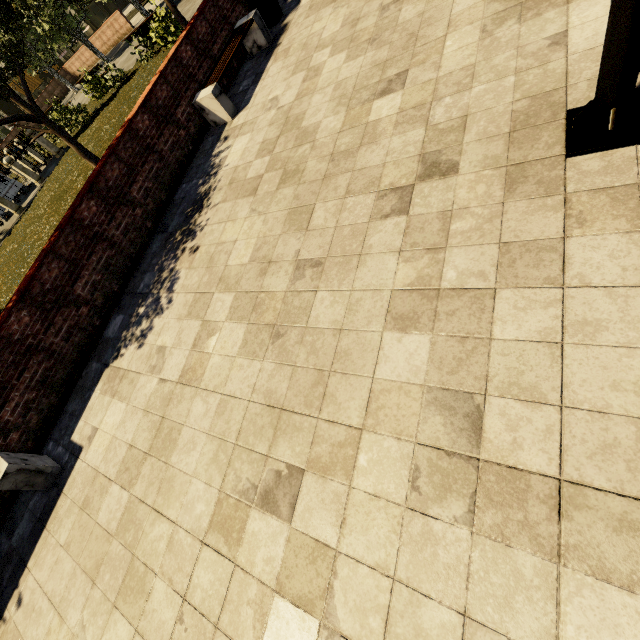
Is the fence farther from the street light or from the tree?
the street light

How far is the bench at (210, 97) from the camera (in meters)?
6.28

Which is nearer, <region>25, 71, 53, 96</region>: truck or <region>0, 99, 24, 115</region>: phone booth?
<region>0, 99, 24, 115</region>: phone booth

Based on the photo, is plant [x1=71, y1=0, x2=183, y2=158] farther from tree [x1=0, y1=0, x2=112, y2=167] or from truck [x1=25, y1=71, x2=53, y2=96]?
truck [x1=25, y1=71, x2=53, y2=96]

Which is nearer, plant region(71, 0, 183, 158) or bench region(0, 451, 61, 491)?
bench region(0, 451, 61, 491)

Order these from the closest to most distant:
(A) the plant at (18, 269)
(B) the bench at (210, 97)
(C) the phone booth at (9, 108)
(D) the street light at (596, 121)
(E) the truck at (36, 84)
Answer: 1. (D) the street light at (596, 121)
2. (B) the bench at (210, 97)
3. (A) the plant at (18, 269)
4. (C) the phone booth at (9, 108)
5. (E) the truck at (36, 84)

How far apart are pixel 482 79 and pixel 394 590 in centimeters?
473cm

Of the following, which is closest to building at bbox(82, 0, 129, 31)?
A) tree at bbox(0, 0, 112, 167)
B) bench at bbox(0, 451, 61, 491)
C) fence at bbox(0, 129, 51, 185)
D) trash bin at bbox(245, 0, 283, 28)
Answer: tree at bbox(0, 0, 112, 167)
